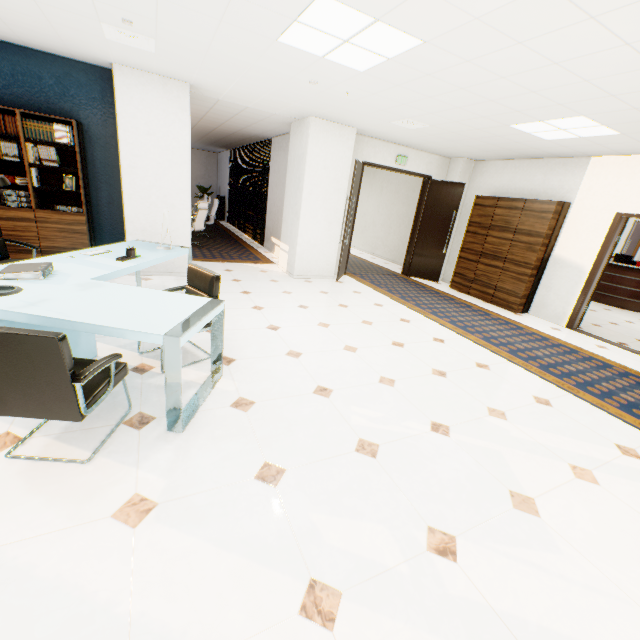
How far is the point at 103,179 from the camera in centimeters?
517cm

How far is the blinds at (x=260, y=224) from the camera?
9.66m

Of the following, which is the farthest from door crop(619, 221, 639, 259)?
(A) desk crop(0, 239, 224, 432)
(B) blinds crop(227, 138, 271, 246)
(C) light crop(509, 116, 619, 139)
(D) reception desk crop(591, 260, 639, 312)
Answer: (A) desk crop(0, 239, 224, 432)

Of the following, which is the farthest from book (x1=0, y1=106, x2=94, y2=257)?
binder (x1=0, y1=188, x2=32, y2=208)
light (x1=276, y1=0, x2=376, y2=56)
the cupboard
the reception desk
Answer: the reception desk

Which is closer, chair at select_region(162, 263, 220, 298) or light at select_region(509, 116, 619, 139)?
chair at select_region(162, 263, 220, 298)

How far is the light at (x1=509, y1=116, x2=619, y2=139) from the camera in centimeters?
404cm

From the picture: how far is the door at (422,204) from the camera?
6.9m

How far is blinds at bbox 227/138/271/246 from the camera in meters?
9.7
